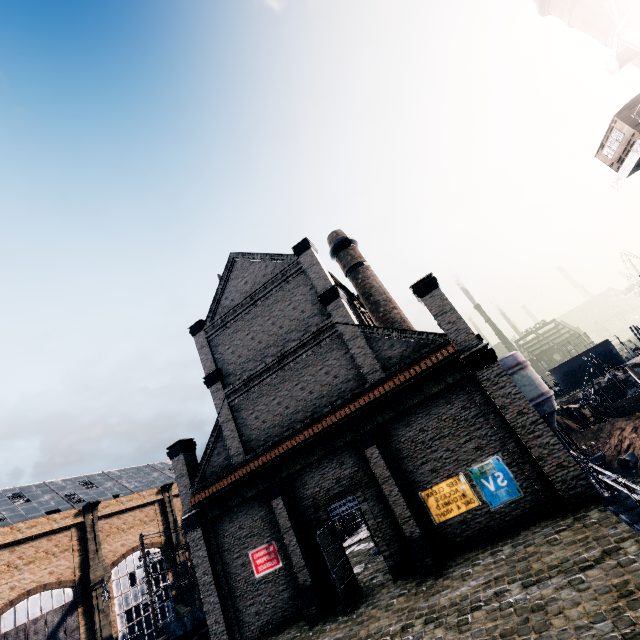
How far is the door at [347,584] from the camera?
14.05m

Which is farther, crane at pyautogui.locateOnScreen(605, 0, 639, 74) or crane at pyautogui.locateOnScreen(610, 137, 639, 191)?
crane at pyautogui.locateOnScreen(610, 137, 639, 191)

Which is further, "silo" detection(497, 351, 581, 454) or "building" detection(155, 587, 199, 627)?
"building" detection(155, 587, 199, 627)

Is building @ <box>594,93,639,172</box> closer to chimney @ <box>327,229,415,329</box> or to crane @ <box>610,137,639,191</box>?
crane @ <box>610,137,639,191</box>

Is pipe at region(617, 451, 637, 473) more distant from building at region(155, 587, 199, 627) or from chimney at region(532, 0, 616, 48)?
chimney at region(532, 0, 616, 48)

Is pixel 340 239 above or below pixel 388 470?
above

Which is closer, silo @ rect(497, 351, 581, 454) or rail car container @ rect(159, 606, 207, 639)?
rail car container @ rect(159, 606, 207, 639)

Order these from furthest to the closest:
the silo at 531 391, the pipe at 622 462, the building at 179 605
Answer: the building at 179 605 < the pipe at 622 462 < the silo at 531 391
